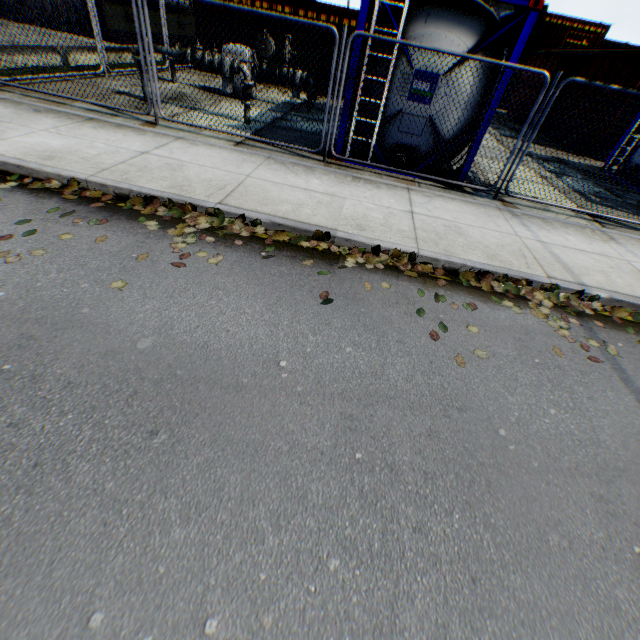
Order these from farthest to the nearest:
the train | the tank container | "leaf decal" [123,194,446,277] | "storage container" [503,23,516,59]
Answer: "storage container" [503,23,516,59]
the train
the tank container
"leaf decal" [123,194,446,277]

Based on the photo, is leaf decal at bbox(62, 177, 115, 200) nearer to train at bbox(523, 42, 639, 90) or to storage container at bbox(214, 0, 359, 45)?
storage container at bbox(214, 0, 359, 45)

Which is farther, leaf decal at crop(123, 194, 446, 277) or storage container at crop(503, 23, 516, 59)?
storage container at crop(503, 23, 516, 59)

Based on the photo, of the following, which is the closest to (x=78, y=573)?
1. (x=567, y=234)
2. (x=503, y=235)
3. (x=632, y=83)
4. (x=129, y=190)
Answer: (x=129, y=190)

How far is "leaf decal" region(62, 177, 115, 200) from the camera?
4.5 meters

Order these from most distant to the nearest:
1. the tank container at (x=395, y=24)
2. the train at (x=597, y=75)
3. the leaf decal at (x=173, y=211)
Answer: the train at (x=597, y=75) → the tank container at (x=395, y=24) → the leaf decal at (x=173, y=211)

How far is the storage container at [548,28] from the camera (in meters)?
22.80

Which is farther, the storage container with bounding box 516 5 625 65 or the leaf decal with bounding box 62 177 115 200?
the storage container with bounding box 516 5 625 65
